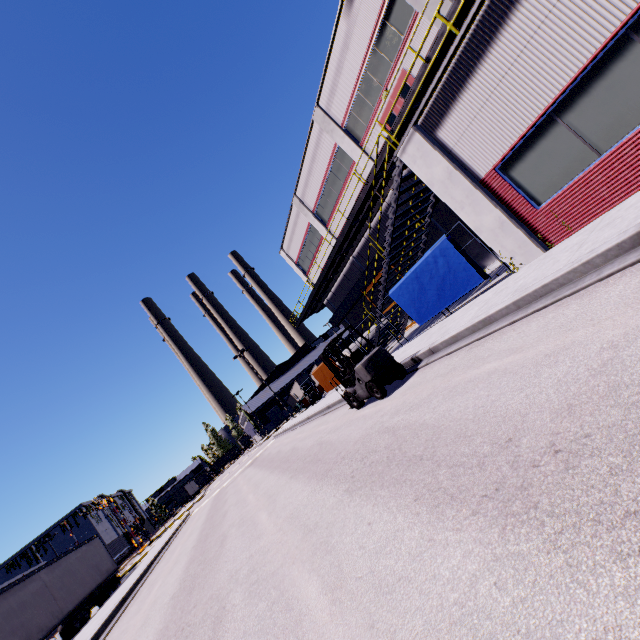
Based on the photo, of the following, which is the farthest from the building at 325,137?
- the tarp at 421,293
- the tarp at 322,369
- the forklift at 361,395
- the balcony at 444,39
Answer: the forklift at 361,395

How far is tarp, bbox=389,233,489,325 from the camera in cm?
1024

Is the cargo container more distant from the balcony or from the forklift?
the forklift

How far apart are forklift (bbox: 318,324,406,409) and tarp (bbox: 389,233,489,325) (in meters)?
3.28

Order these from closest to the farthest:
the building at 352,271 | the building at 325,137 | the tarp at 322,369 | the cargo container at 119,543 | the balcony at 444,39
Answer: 1. the balcony at 444,39
2. the building at 325,137
3. the tarp at 322,369
4. the building at 352,271
5. the cargo container at 119,543

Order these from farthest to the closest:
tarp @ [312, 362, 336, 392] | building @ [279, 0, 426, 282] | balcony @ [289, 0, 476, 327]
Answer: tarp @ [312, 362, 336, 392] → building @ [279, 0, 426, 282] → balcony @ [289, 0, 476, 327]

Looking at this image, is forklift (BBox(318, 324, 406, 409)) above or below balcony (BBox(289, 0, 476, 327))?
below

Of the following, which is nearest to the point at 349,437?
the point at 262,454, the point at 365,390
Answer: the point at 365,390
